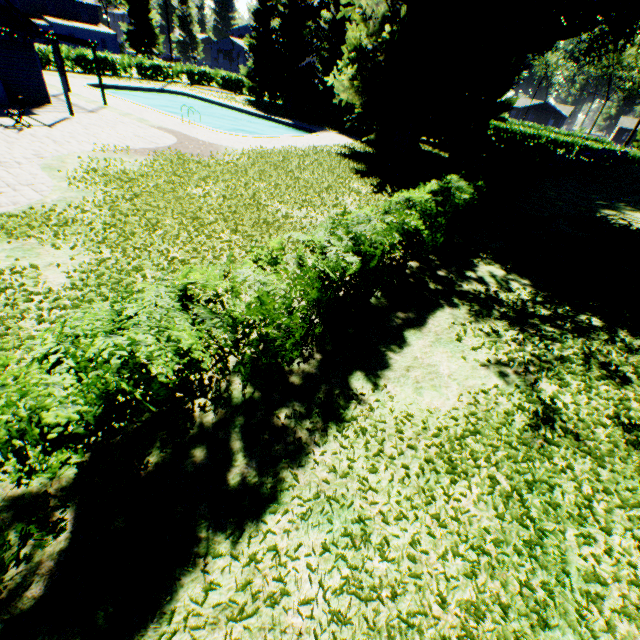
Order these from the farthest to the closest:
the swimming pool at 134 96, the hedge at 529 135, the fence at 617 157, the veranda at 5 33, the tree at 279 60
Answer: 1. the tree at 279 60
2. the fence at 617 157
3. the swimming pool at 134 96
4. the veranda at 5 33
5. the hedge at 529 135

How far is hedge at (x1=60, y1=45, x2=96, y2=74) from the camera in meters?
31.4

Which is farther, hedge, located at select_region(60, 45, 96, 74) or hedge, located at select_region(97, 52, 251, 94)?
hedge, located at select_region(97, 52, 251, 94)

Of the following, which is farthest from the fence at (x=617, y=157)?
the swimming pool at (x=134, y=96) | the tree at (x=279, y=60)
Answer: the swimming pool at (x=134, y=96)

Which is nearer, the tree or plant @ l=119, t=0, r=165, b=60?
the tree

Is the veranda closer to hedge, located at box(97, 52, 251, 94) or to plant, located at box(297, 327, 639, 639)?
plant, located at box(297, 327, 639, 639)

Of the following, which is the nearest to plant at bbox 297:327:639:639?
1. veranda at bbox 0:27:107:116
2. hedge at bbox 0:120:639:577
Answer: hedge at bbox 0:120:639:577

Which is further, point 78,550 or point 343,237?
point 343,237
